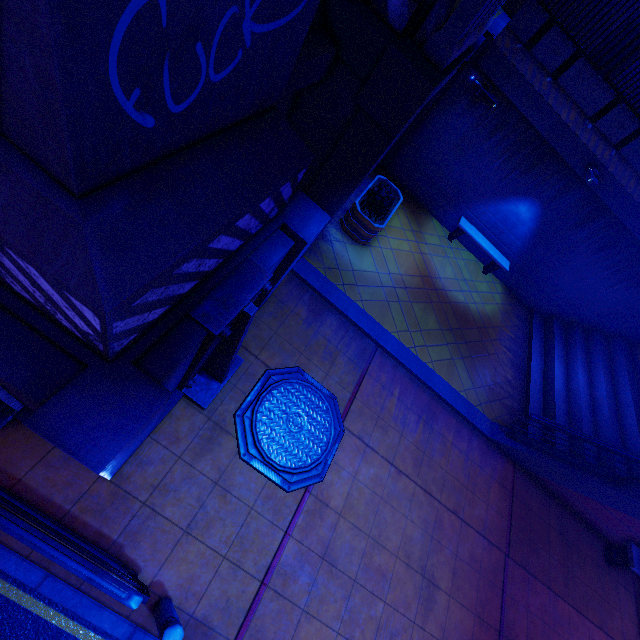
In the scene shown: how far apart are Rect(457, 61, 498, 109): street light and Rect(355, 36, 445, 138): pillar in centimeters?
237cm

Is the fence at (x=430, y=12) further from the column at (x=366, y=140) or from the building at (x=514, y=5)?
the building at (x=514, y=5)

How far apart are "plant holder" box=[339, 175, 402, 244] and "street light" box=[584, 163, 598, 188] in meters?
4.7

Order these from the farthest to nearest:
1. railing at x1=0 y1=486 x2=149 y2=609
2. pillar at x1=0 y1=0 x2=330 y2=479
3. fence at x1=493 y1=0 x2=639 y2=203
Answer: fence at x1=493 y1=0 x2=639 y2=203 → railing at x1=0 y1=486 x2=149 y2=609 → pillar at x1=0 y1=0 x2=330 y2=479

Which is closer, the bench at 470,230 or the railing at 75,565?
the railing at 75,565

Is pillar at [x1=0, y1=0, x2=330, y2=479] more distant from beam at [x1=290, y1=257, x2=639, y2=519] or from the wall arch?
beam at [x1=290, y1=257, x2=639, y2=519]

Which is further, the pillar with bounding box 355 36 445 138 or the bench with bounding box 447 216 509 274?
the bench with bounding box 447 216 509 274

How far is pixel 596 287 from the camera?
10.86m
